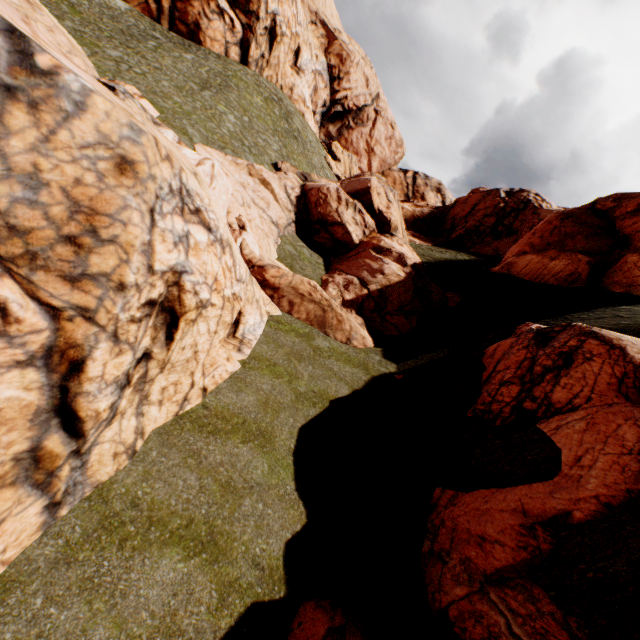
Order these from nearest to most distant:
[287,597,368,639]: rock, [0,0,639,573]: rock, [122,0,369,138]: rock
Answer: [0,0,639,573]: rock < [287,597,368,639]: rock < [122,0,369,138]: rock

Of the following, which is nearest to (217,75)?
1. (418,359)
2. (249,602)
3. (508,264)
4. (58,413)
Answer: (508,264)

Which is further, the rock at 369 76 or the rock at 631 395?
the rock at 369 76

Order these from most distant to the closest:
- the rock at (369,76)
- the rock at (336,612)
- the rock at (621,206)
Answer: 1. the rock at (369,76)
2. the rock at (336,612)
3. the rock at (621,206)

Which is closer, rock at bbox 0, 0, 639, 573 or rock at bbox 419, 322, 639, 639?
rock at bbox 0, 0, 639, 573

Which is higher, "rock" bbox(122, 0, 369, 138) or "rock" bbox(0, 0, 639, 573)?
"rock" bbox(122, 0, 369, 138)
